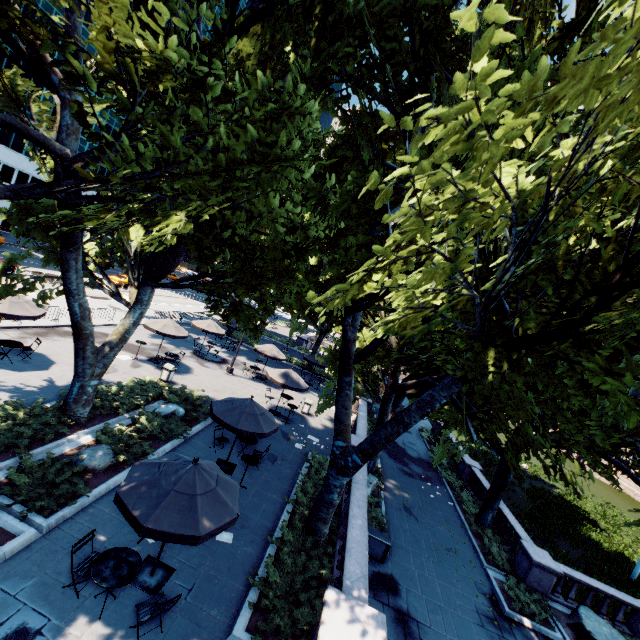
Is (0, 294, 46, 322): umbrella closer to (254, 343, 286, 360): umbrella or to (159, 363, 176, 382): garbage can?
(159, 363, 176, 382): garbage can

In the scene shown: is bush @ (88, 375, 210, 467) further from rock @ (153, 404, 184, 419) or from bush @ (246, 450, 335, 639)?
bush @ (246, 450, 335, 639)

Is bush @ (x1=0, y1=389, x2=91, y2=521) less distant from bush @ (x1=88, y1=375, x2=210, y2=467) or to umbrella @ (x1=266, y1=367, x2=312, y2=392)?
bush @ (x1=88, y1=375, x2=210, y2=467)

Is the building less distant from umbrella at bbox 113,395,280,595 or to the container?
umbrella at bbox 113,395,280,595

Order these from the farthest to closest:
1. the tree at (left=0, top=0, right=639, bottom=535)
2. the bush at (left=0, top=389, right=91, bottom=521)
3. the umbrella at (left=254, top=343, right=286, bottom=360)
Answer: the umbrella at (left=254, top=343, right=286, bottom=360) < the bush at (left=0, top=389, right=91, bottom=521) < the tree at (left=0, top=0, right=639, bottom=535)

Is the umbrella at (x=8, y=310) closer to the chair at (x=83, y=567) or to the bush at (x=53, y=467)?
the bush at (x=53, y=467)

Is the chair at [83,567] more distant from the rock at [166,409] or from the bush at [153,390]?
the rock at [166,409]

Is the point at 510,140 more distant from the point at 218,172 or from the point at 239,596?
the point at 239,596
